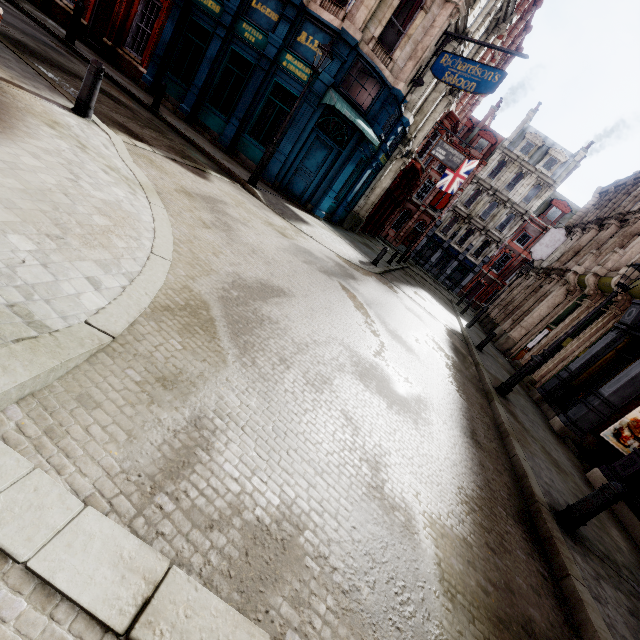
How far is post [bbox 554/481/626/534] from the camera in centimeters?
432cm

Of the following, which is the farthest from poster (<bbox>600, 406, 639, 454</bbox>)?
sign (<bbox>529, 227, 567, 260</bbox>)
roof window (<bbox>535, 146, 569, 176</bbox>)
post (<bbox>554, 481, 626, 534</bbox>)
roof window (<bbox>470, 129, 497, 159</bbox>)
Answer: roof window (<bbox>470, 129, 497, 159</bbox>)

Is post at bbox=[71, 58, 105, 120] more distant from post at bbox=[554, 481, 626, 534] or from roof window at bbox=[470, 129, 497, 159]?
roof window at bbox=[470, 129, 497, 159]

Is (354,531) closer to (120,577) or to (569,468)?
(120,577)

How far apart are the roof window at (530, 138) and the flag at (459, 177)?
18.2m

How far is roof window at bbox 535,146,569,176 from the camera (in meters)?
36.97

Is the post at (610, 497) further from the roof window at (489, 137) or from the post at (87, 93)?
the roof window at (489, 137)

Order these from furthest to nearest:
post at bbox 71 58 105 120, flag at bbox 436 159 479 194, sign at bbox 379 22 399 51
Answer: flag at bbox 436 159 479 194, sign at bbox 379 22 399 51, post at bbox 71 58 105 120
